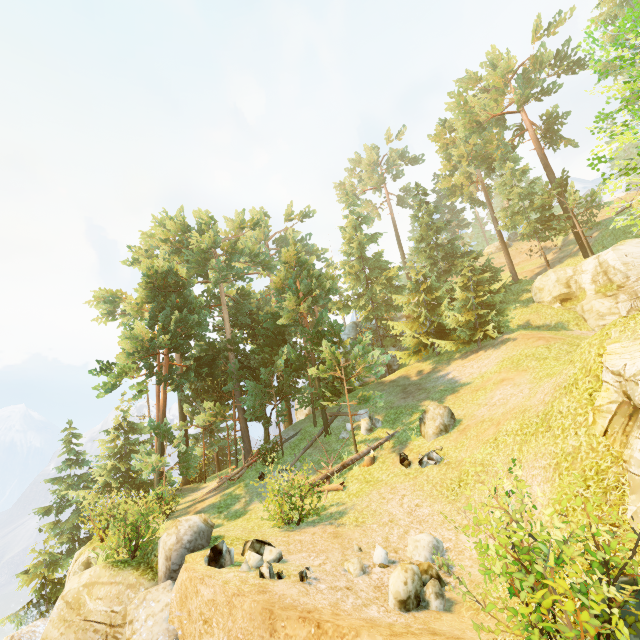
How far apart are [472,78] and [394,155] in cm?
2489

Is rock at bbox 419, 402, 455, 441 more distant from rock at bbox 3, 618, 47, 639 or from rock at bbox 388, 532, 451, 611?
rock at bbox 3, 618, 47, 639

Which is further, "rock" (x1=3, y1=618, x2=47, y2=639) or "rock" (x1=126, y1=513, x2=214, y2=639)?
"rock" (x1=3, y1=618, x2=47, y2=639)

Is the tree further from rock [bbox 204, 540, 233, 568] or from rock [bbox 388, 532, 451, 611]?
rock [bbox 204, 540, 233, 568]

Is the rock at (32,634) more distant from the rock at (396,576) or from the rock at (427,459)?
the rock at (427,459)

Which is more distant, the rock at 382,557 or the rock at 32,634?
the rock at 32,634

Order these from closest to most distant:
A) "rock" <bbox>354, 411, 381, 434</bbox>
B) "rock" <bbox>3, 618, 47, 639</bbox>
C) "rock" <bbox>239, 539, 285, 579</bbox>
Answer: "rock" <bbox>239, 539, 285, 579</bbox> → "rock" <bbox>3, 618, 47, 639</bbox> → "rock" <bbox>354, 411, 381, 434</bbox>

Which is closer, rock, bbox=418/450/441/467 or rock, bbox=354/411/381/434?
rock, bbox=418/450/441/467
